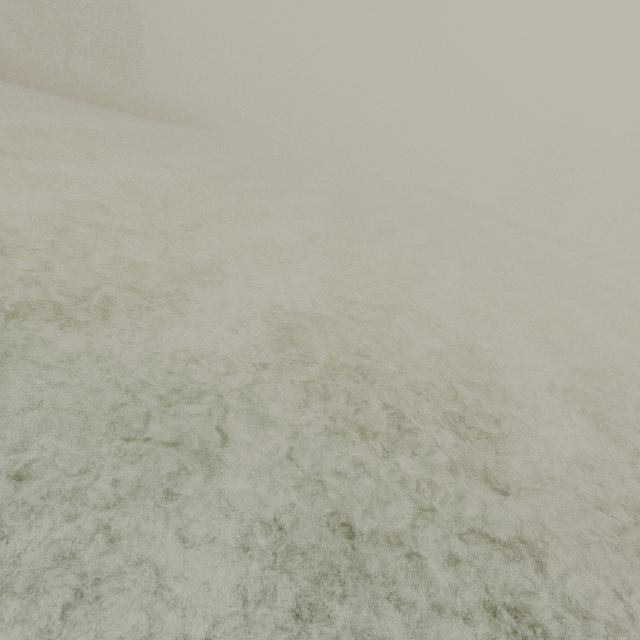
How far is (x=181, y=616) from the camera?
2.05m
